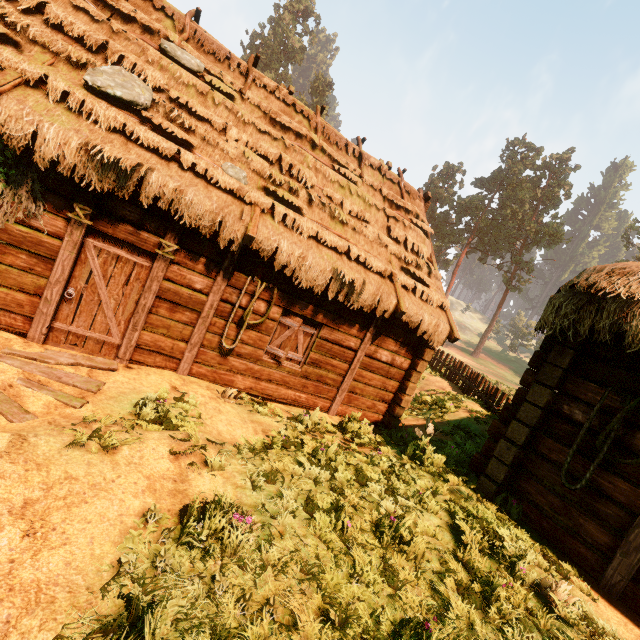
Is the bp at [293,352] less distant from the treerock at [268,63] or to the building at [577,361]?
the building at [577,361]

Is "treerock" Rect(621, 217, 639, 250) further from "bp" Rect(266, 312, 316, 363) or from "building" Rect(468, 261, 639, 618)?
"bp" Rect(266, 312, 316, 363)

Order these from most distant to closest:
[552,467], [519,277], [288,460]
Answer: [519,277] < [552,467] < [288,460]

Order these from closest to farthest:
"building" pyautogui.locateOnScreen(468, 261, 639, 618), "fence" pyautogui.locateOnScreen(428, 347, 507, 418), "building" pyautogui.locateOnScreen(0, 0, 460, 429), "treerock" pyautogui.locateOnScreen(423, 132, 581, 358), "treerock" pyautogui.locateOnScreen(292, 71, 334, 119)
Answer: "building" pyautogui.locateOnScreen(468, 261, 639, 618), "building" pyautogui.locateOnScreen(0, 0, 460, 429), "fence" pyautogui.locateOnScreen(428, 347, 507, 418), "treerock" pyautogui.locateOnScreen(423, 132, 581, 358), "treerock" pyautogui.locateOnScreen(292, 71, 334, 119)

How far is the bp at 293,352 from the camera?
7.6 meters

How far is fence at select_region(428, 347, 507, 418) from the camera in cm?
1210

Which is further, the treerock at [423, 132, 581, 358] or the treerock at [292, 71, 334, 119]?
the treerock at [292, 71, 334, 119]

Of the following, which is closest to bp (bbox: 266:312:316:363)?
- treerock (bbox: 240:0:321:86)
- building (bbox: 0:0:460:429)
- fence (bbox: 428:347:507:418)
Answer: building (bbox: 0:0:460:429)
